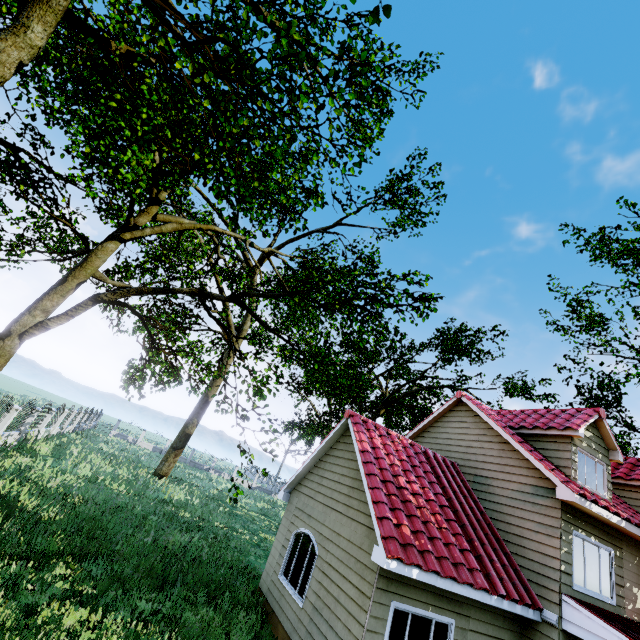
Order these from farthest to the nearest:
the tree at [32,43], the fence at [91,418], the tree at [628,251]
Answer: the tree at [628,251]
the fence at [91,418]
the tree at [32,43]

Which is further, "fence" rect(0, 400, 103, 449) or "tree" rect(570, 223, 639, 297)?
"tree" rect(570, 223, 639, 297)

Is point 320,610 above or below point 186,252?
below

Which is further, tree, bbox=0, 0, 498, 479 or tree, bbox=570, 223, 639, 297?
tree, bbox=570, 223, 639, 297

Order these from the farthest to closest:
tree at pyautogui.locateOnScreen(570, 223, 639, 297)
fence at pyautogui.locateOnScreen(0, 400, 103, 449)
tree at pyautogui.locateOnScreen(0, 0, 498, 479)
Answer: tree at pyautogui.locateOnScreen(570, 223, 639, 297), fence at pyautogui.locateOnScreen(0, 400, 103, 449), tree at pyautogui.locateOnScreen(0, 0, 498, 479)

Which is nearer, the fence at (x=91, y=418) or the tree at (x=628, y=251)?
the fence at (x=91, y=418)

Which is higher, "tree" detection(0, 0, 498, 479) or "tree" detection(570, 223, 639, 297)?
"tree" detection(570, 223, 639, 297)
